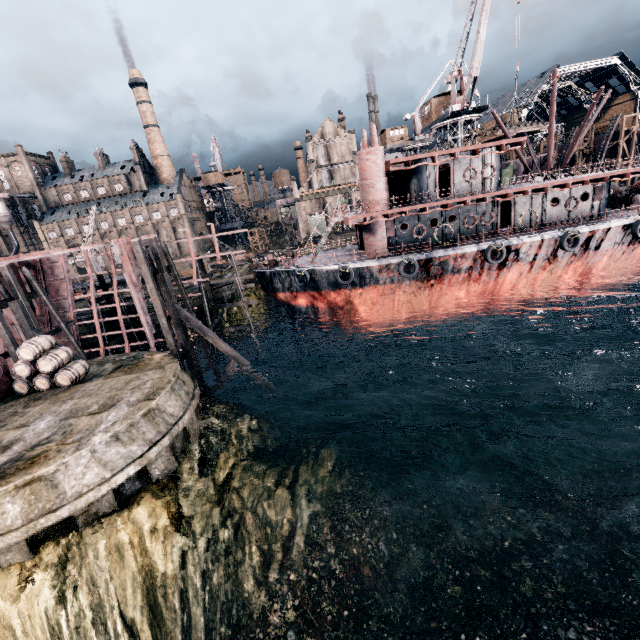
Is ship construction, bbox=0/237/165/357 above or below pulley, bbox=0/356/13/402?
above

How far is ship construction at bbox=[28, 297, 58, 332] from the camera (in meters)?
26.48

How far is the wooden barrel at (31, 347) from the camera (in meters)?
15.77

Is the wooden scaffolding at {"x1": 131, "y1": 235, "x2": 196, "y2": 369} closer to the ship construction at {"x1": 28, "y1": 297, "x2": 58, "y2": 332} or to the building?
the ship construction at {"x1": 28, "y1": 297, "x2": 58, "y2": 332}

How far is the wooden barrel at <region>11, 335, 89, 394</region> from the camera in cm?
1577

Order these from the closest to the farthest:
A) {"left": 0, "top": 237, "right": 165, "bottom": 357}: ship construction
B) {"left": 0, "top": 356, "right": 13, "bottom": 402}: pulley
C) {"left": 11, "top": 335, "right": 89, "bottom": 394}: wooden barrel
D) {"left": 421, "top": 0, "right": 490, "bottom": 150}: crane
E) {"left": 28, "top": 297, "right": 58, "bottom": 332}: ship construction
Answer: {"left": 11, "top": 335, "right": 89, "bottom": 394}: wooden barrel → {"left": 0, "top": 356, "right": 13, "bottom": 402}: pulley → {"left": 0, "top": 237, "right": 165, "bottom": 357}: ship construction → {"left": 28, "top": 297, "right": 58, "bottom": 332}: ship construction → {"left": 421, "top": 0, "right": 490, "bottom": 150}: crane

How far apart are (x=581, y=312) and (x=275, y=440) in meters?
32.5

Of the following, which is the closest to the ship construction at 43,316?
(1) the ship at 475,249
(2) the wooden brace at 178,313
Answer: (2) the wooden brace at 178,313
